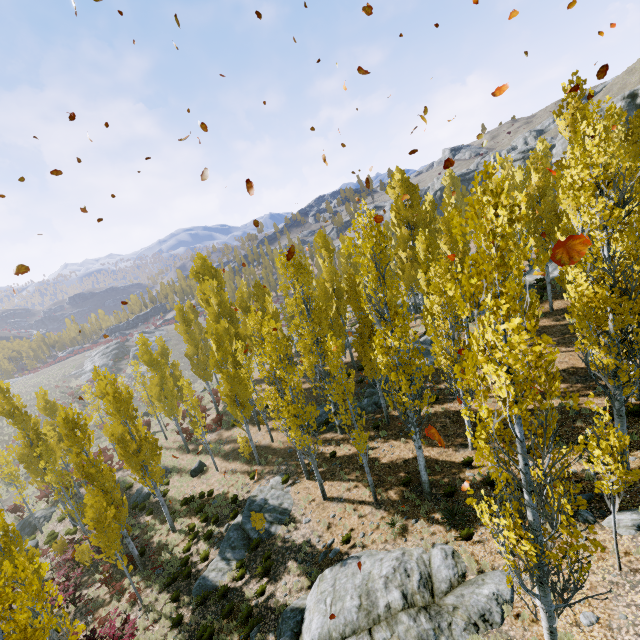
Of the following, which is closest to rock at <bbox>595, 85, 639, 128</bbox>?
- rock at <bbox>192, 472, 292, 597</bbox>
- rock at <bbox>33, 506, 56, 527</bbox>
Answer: rock at <bbox>192, 472, 292, 597</bbox>

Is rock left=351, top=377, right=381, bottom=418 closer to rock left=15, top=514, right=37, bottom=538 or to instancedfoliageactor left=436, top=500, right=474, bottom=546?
instancedfoliageactor left=436, top=500, right=474, bottom=546

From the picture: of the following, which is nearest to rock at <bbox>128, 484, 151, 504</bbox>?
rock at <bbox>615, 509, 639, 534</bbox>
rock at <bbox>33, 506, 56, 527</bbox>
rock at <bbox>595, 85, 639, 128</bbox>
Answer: rock at <bbox>33, 506, 56, 527</bbox>

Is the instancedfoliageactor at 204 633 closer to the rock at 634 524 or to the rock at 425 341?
the rock at 425 341

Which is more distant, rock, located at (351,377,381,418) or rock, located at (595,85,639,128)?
rock, located at (595,85,639,128)

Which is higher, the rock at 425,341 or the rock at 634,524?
the rock at 634,524

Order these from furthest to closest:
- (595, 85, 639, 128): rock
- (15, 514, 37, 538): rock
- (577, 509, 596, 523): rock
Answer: (595, 85, 639, 128): rock
(15, 514, 37, 538): rock
(577, 509, 596, 523): rock

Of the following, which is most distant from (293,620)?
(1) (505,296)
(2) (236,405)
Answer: (1) (505,296)
